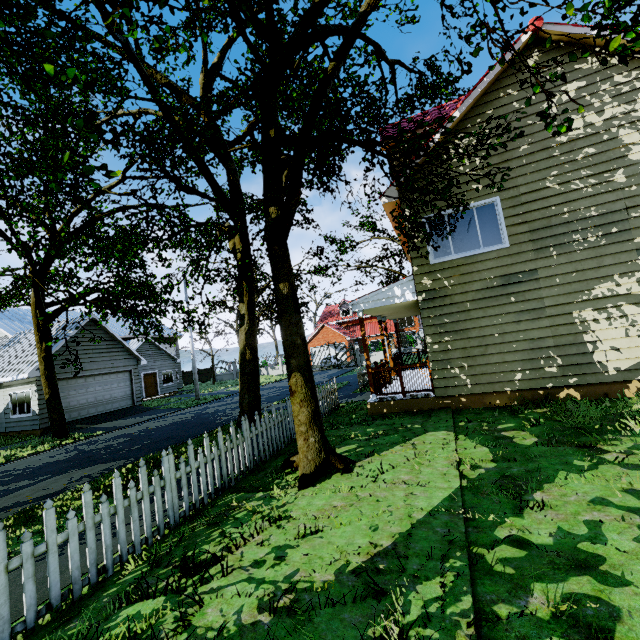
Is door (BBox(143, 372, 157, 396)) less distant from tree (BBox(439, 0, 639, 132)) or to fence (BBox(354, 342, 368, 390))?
tree (BBox(439, 0, 639, 132))

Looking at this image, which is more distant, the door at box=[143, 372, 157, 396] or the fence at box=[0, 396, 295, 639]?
the door at box=[143, 372, 157, 396]

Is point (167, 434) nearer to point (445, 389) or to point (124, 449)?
point (124, 449)

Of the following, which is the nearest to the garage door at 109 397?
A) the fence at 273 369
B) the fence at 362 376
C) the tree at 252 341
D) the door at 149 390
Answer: the tree at 252 341

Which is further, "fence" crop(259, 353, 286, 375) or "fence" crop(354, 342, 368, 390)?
"fence" crop(259, 353, 286, 375)

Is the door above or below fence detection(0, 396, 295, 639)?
above

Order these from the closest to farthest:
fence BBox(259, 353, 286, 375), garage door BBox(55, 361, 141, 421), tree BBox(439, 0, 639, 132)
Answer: tree BBox(439, 0, 639, 132)
garage door BBox(55, 361, 141, 421)
fence BBox(259, 353, 286, 375)
